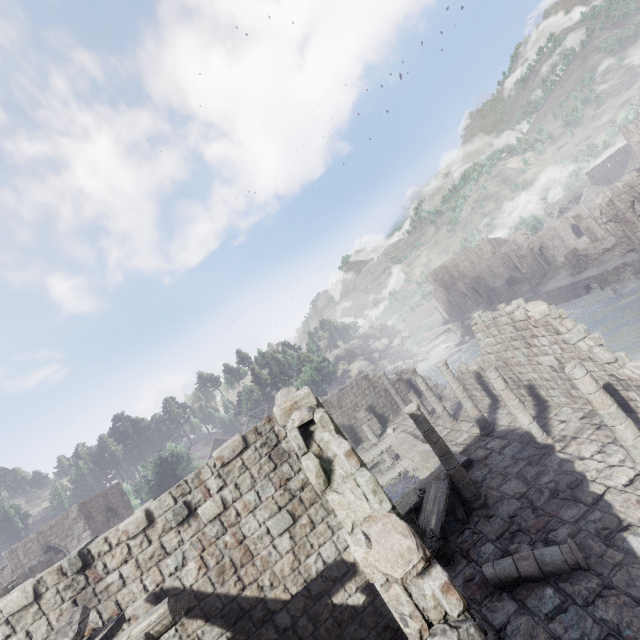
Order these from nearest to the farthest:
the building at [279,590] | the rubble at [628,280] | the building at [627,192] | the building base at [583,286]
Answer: the building at [279,590] < the rubble at [628,280] < the building base at [583,286] < the building at [627,192]

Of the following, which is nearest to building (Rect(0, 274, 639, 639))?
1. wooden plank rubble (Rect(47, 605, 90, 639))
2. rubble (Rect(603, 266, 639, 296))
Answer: wooden plank rubble (Rect(47, 605, 90, 639))

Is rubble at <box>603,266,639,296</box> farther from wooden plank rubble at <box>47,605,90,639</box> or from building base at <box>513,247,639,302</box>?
wooden plank rubble at <box>47,605,90,639</box>

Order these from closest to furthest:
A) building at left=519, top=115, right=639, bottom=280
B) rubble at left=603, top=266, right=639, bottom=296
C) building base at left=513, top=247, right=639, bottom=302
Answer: rubble at left=603, top=266, right=639, bottom=296, building base at left=513, top=247, right=639, bottom=302, building at left=519, top=115, right=639, bottom=280

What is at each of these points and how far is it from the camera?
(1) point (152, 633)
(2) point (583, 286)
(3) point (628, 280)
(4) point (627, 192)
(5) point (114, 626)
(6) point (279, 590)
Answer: (1) wooden plank rubble, 5.05m
(2) building base, 36.66m
(3) rubble, 31.17m
(4) building, 33.09m
(5) wooden plank rubble, 5.89m
(6) building, 7.40m

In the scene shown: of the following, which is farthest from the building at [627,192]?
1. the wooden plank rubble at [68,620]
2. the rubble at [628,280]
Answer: the rubble at [628,280]

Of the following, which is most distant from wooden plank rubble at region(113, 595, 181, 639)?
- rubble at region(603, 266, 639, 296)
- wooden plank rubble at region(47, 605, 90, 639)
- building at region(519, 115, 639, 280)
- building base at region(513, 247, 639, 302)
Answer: rubble at region(603, 266, 639, 296)

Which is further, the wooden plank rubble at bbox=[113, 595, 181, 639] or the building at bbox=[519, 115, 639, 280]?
the building at bbox=[519, 115, 639, 280]
